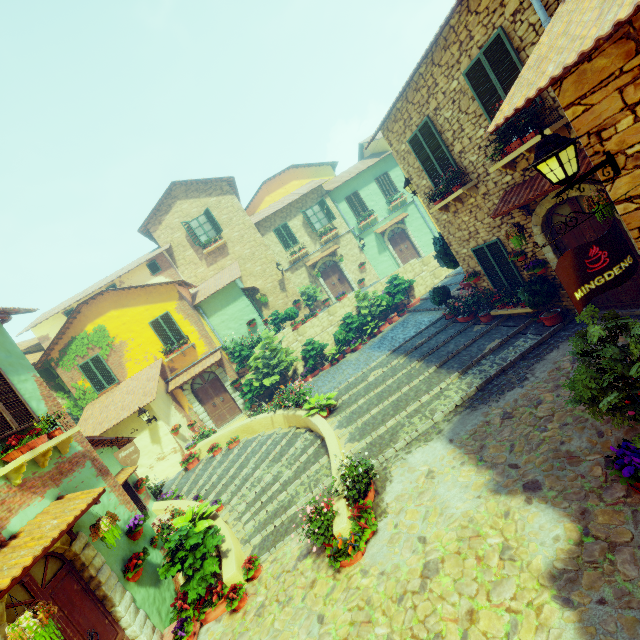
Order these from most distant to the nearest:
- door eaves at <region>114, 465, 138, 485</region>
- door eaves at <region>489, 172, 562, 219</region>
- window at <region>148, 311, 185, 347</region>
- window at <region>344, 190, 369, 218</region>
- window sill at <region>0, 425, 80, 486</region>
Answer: window at <region>344, 190, 369, 218</region>
window at <region>148, 311, 185, 347</region>
door eaves at <region>114, 465, 138, 485</region>
door eaves at <region>489, 172, 562, 219</region>
window sill at <region>0, 425, 80, 486</region>

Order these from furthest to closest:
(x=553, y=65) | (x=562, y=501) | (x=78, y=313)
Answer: (x=78, y=313)
(x=562, y=501)
(x=553, y=65)

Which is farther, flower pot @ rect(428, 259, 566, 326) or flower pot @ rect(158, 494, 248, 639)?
flower pot @ rect(428, 259, 566, 326)

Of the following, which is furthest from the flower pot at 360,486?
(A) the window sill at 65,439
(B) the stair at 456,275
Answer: (A) the window sill at 65,439

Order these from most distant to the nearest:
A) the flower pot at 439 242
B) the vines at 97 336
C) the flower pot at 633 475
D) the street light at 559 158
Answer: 1. the vines at 97 336
2. the flower pot at 439 242
3. the flower pot at 633 475
4. the street light at 559 158

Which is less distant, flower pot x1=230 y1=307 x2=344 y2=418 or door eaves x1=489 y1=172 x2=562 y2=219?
door eaves x1=489 y1=172 x2=562 y2=219

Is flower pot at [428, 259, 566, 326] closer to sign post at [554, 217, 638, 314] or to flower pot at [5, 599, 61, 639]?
sign post at [554, 217, 638, 314]

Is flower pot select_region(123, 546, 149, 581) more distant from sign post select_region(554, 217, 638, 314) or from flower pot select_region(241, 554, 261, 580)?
sign post select_region(554, 217, 638, 314)
